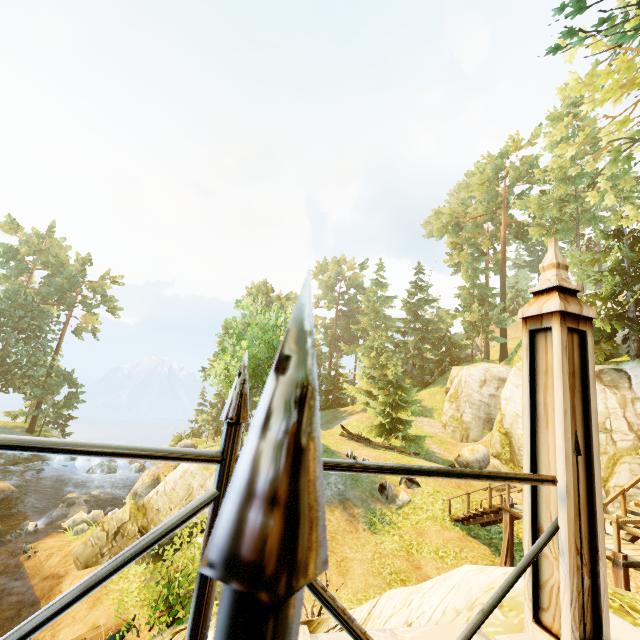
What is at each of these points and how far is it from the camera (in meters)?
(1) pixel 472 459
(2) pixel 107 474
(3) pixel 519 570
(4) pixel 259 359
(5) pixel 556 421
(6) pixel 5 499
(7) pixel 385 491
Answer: (1) rock, 21.98
(2) rock, 29.62
(3) fence, 1.91
(4) tree, 19.58
(5) pillar, 2.16
(6) rock, 22.94
(7) rock, 14.66

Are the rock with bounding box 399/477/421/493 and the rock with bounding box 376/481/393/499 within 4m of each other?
yes

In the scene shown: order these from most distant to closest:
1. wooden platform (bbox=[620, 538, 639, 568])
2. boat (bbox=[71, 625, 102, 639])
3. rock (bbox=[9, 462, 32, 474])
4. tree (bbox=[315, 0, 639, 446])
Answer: rock (bbox=[9, 462, 32, 474])
boat (bbox=[71, 625, 102, 639])
tree (bbox=[315, 0, 639, 446])
wooden platform (bbox=[620, 538, 639, 568])

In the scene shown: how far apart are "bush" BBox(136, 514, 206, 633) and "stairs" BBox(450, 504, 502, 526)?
9.8m

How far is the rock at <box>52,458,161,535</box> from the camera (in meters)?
20.91

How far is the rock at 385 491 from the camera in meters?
14.6 m

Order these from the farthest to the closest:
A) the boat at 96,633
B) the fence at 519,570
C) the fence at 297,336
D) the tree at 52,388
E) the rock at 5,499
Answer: the tree at 52,388
the rock at 5,499
the boat at 96,633
the fence at 519,570
the fence at 297,336

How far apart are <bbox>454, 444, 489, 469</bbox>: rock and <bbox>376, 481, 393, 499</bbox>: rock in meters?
9.2 m
